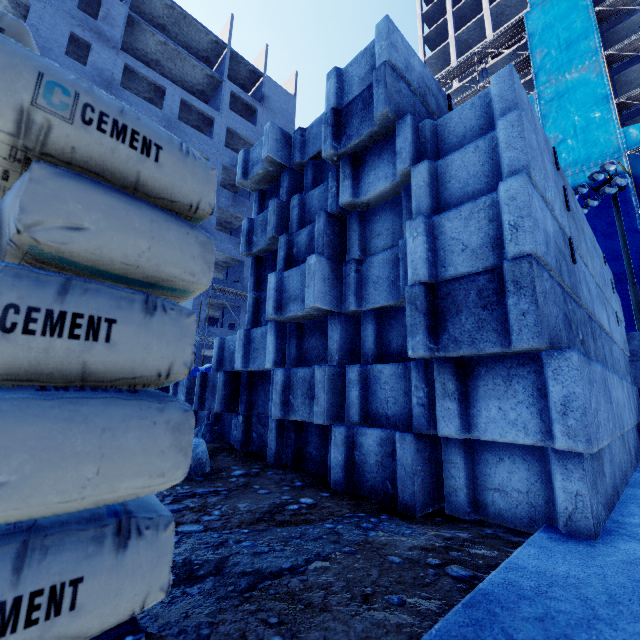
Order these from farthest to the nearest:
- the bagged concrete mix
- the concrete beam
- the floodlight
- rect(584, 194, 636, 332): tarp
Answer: rect(584, 194, 636, 332): tarp < the floodlight < the concrete beam < the bagged concrete mix

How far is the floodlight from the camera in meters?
14.5

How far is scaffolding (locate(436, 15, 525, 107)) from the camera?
28.0 meters

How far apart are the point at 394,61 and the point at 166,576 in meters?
2.7 m

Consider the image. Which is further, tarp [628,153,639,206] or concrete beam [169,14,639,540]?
tarp [628,153,639,206]

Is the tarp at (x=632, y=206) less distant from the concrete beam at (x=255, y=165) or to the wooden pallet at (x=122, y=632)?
the concrete beam at (x=255, y=165)

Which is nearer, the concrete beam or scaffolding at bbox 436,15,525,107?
the concrete beam

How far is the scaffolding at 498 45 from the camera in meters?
28.0 m
